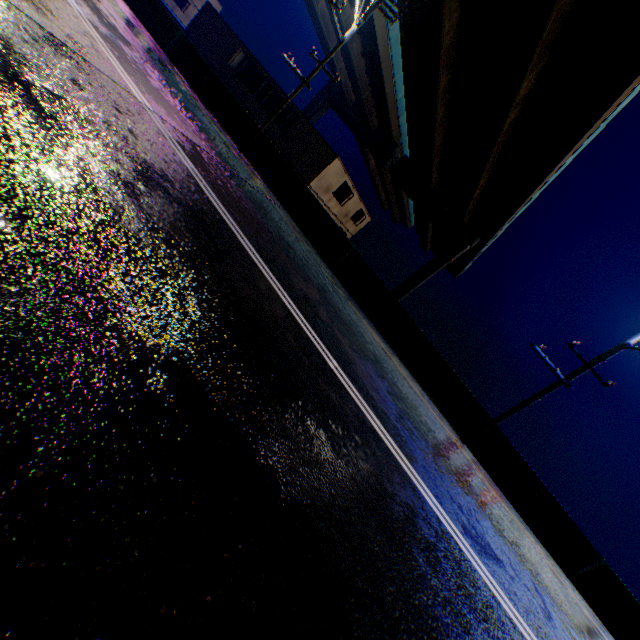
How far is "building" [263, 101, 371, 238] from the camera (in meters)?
24.67

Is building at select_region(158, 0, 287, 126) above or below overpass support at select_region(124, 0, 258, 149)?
above

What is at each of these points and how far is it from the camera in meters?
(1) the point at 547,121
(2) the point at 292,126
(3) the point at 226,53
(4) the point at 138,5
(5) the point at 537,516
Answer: (1) overpass support, 20.7
(2) building, 25.2
(3) building, 26.9
(4) overpass support, 16.5
(5) overpass support, 11.4

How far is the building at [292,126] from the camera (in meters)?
24.67

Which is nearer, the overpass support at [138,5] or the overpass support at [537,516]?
the overpass support at [537,516]
